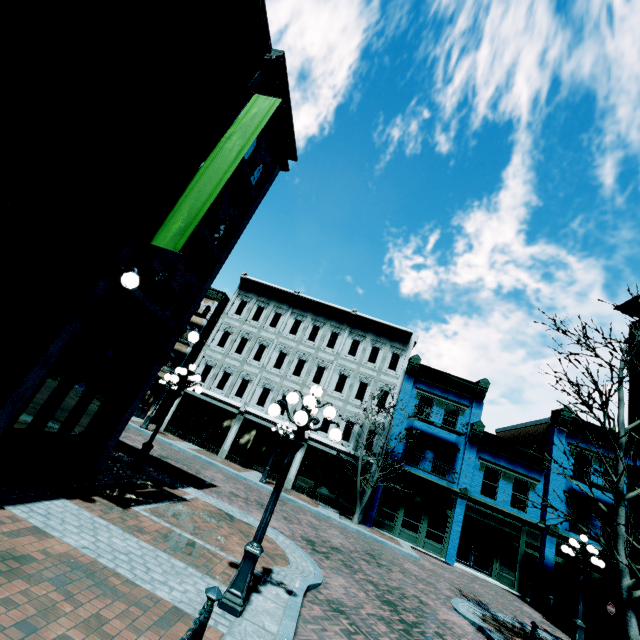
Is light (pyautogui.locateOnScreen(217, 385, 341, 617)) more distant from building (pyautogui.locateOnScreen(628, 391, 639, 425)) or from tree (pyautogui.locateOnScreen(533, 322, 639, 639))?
building (pyautogui.locateOnScreen(628, 391, 639, 425))

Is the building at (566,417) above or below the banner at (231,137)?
above

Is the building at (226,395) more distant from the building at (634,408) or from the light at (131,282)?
the light at (131,282)

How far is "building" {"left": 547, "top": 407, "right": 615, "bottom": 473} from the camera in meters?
20.7

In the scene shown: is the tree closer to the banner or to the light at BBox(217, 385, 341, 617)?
the light at BBox(217, 385, 341, 617)

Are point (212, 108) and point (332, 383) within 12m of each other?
no

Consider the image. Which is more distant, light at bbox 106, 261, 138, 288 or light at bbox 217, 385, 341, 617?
light at bbox 106, 261, 138, 288
